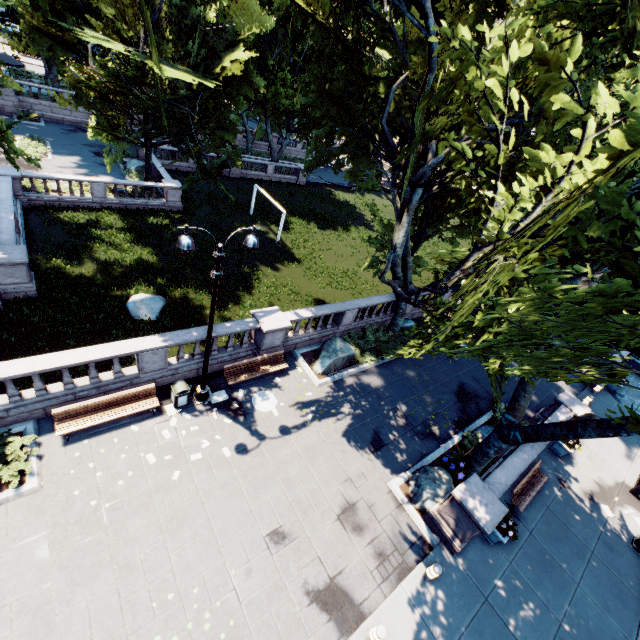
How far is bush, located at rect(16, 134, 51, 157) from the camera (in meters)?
27.41

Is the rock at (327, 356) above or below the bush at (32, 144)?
A: above

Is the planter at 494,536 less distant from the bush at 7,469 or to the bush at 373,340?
the bush at 373,340

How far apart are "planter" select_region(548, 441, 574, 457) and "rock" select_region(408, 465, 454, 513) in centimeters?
697cm

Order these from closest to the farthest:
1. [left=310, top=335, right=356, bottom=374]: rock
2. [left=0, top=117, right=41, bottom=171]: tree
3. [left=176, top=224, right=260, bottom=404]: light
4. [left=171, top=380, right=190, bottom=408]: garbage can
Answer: [left=176, top=224, right=260, bottom=404]: light
[left=171, top=380, right=190, bottom=408]: garbage can
[left=310, top=335, right=356, bottom=374]: rock
[left=0, top=117, right=41, bottom=171]: tree

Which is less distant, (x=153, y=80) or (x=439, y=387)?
(x=439, y=387)

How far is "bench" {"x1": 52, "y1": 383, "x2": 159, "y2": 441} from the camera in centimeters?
1023cm

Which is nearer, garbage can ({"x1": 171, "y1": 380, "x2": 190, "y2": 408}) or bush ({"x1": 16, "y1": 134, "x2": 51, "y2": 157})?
garbage can ({"x1": 171, "y1": 380, "x2": 190, "y2": 408})
